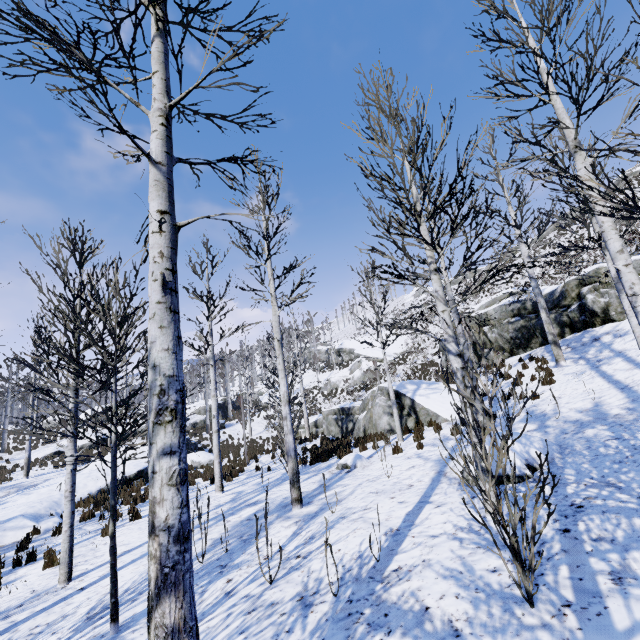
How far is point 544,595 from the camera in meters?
2.6 m

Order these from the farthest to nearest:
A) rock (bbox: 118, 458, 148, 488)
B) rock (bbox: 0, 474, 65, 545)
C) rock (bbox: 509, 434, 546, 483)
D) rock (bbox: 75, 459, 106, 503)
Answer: rock (bbox: 118, 458, 148, 488) < rock (bbox: 75, 459, 106, 503) < rock (bbox: 0, 474, 65, 545) < rock (bbox: 509, 434, 546, 483)

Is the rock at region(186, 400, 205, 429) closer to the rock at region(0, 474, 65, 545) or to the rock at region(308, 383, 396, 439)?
the rock at region(0, 474, 65, 545)

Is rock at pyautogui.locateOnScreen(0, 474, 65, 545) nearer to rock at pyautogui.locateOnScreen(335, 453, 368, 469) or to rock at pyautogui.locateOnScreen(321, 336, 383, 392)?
rock at pyautogui.locateOnScreen(335, 453, 368, 469)

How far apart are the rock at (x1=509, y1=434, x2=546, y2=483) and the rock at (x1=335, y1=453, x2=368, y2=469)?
3.5 meters

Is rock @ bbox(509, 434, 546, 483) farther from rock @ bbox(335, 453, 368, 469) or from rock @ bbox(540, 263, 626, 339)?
rock @ bbox(540, 263, 626, 339)

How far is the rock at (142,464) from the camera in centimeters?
1580cm

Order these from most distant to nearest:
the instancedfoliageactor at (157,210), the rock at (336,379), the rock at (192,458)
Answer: the rock at (336,379) < the rock at (192,458) < the instancedfoliageactor at (157,210)
